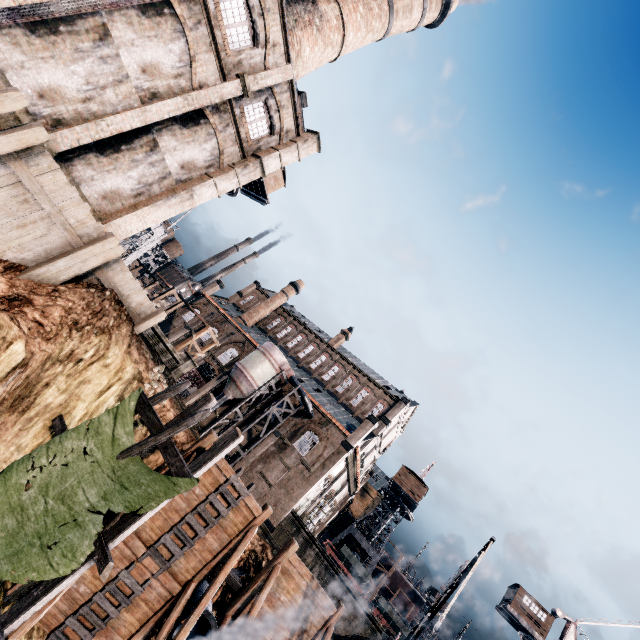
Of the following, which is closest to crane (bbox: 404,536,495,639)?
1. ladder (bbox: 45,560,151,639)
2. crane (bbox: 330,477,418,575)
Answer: ladder (bbox: 45,560,151,639)

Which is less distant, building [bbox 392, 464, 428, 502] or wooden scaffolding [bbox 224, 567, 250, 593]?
wooden scaffolding [bbox 224, 567, 250, 593]

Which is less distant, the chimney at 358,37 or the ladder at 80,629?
the ladder at 80,629

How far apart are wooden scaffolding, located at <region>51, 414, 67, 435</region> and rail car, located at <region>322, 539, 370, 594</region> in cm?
3984

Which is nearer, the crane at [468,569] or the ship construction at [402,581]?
the crane at [468,569]

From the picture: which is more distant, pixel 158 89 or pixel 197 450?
pixel 158 89

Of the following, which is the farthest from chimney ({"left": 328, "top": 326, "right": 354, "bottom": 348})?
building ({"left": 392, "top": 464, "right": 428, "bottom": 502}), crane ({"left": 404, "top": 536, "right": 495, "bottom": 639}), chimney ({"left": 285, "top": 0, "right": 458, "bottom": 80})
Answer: crane ({"left": 404, "top": 536, "right": 495, "bottom": 639})

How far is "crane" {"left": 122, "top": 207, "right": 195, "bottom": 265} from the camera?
33.3 meters
